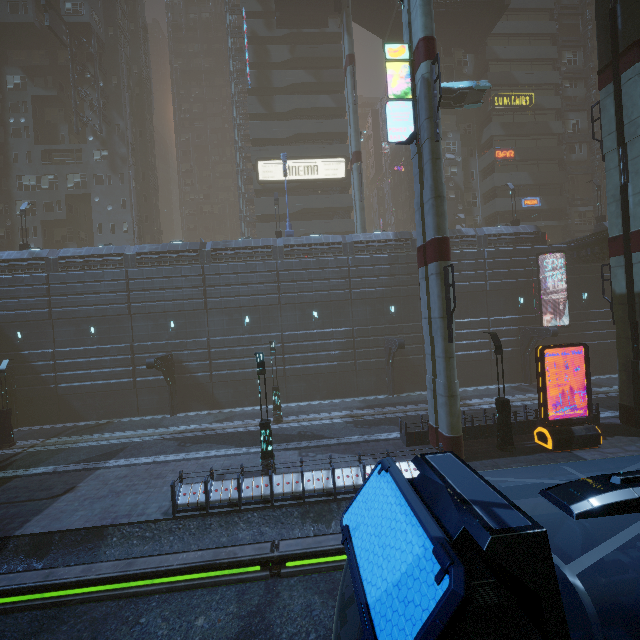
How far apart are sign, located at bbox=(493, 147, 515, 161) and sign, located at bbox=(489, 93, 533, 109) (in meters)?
4.34

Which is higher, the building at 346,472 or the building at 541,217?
the building at 541,217

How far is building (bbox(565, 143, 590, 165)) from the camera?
41.9 meters

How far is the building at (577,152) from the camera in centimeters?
4194cm

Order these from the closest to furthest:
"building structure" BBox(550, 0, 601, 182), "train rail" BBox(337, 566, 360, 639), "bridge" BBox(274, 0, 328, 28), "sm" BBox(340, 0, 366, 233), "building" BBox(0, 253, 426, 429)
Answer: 1. "train rail" BBox(337, 566, 360, 639)
2. "building" BBox(0, 253, 426, 429)
3. "sm" BBox(340, 0, 366, 233)
4. "bridge" BBox(274, 0, 328, 28)
5. "building structure" BBox(550, 0, 601, 182)

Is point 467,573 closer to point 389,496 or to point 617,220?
point 389,496

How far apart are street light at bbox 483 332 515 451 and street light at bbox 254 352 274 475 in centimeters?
1057cm

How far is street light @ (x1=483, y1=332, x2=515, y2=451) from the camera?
15.1m
